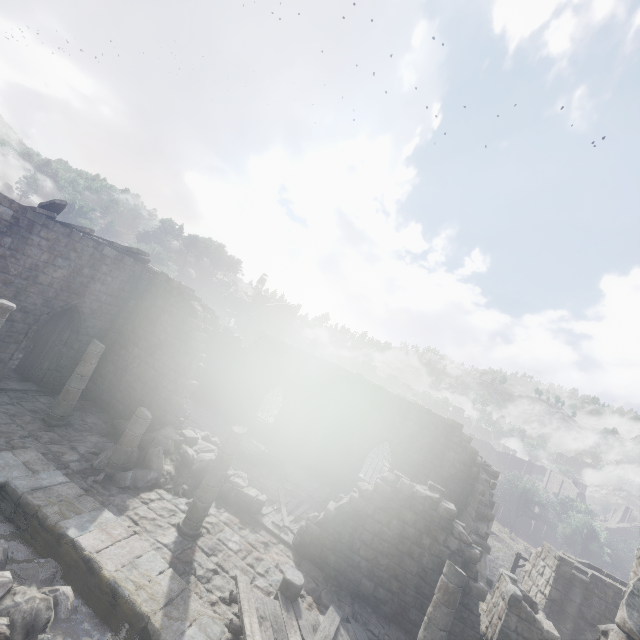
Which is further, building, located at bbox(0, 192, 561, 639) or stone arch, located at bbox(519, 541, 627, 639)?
stone arch, located at bbox(519, 541, 627, 639)

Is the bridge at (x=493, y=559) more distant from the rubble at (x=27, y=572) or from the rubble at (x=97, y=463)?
the rubble at (x=27, y=572)

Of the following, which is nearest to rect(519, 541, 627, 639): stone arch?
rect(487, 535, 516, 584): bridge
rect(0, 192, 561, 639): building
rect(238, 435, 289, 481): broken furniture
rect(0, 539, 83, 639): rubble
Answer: rect(0, 192, 561, 639): building

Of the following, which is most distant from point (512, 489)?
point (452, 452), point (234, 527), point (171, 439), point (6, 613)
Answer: point (6, 613)

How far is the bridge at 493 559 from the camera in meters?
26.8

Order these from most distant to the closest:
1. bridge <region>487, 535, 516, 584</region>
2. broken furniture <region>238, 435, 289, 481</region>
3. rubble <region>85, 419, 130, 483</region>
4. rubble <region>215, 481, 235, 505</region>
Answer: bridge <region>487, 535, 516, 584</region>, broken furniture <region>238, 435, 289, 481</region>, rubble <region>215, 481, 235, 505</region>, rubble <region>85, 419, 130, 483</region>

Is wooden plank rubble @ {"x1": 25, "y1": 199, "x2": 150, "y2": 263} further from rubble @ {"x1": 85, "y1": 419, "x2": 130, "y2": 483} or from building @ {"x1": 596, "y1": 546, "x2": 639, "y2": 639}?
rubble @ {"x1": 85, "y1": 419, "x2": 130, "y2": 483}

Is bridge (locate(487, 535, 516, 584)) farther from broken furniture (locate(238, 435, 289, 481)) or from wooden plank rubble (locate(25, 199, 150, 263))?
wooden plank rubble (locate(25, 199, 150, 263))
